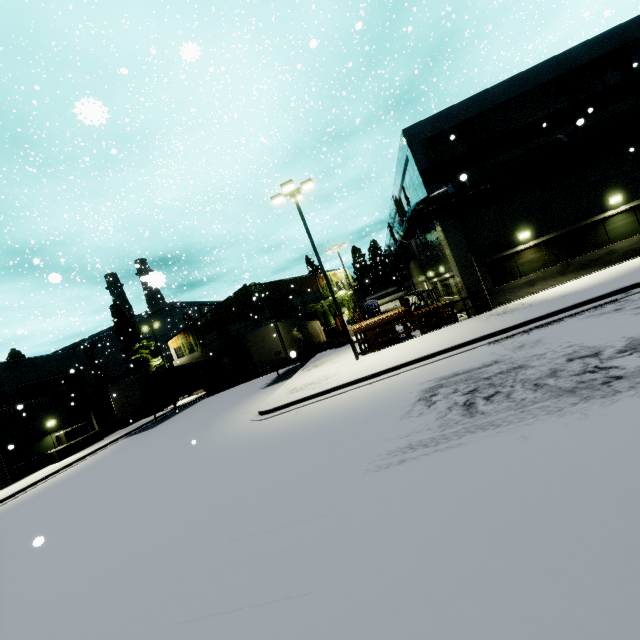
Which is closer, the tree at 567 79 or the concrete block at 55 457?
the tree at 567 79

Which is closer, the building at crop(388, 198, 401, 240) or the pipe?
the pipe

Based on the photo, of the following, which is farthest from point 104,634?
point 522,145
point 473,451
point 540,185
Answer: point 522,145

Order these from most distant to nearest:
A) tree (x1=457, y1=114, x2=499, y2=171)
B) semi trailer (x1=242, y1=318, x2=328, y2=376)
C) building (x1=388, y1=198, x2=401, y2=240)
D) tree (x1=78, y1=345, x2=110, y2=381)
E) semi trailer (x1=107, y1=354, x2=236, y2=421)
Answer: tree (x1=78, y1=345, x2=110, y2=381), building (x1=388, y1=198, x2=401, y2=240), semi trailer (x1=107, y1=354, x2=236, y2=421), semi trailer (x1=242, y1=318, x2=328, y2=376), tree (x1=457, y1=114, x2=499, y2=171)

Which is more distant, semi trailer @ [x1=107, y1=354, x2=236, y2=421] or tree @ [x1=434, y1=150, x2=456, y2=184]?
semi trailer @ [x1=107, y1=354, x2=236, y2=421]

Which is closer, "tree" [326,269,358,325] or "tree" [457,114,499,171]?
"tree" [457,114,499,171]

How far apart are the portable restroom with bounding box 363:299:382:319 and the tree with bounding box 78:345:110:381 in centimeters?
4987cm

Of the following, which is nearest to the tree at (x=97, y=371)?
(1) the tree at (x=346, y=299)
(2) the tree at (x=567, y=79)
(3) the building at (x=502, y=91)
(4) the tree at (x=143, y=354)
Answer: (3) the building at (x=502, y=91)
